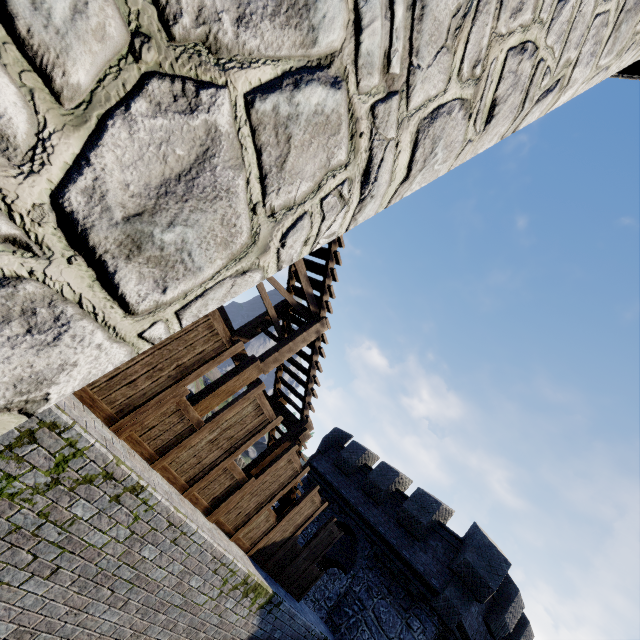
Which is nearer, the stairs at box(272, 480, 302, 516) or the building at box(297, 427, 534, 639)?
the stairs at box(272, 480, 302, 516)

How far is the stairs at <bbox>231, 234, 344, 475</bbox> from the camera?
6.92m

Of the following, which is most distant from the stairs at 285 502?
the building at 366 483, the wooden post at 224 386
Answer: the building at 366 483

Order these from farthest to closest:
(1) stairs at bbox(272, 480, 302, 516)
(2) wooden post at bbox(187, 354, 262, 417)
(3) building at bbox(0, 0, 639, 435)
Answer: (1) stairs at bbox(272, 480, 302, 516)
(2) wooden post at bbox(187, 354, 262, 417)
(3) building at bbox(0, 0, 639, 435)

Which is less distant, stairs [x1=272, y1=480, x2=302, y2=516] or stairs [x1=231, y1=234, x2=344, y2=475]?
stairs [x1=231, y1=234, x2=344, y2=475]

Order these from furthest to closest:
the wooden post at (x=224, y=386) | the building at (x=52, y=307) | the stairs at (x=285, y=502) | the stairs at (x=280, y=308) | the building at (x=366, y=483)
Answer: the building at (x=366, y=483), the stairs at (x=285, y=502), the stairs at (x=280, y=308), the wooden post at (x=224, y=386), the building at (x=52, y=307)

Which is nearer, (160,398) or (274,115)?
(274,115)

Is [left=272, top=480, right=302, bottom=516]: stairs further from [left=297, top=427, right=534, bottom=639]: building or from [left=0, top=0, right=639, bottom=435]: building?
[left=297, top=427, right=534, bottom=639]: building
